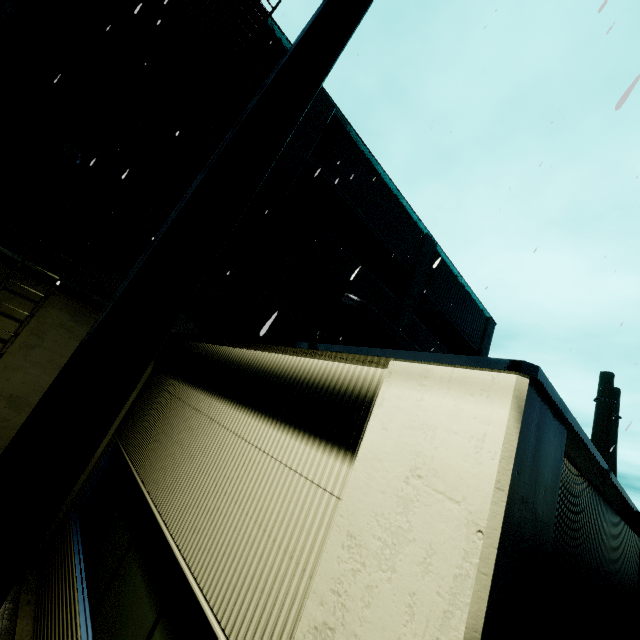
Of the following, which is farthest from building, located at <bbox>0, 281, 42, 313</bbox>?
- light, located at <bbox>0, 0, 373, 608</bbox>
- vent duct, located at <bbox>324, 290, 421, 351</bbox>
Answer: light, located at <bbox>0, 0, 373, 608</bbox>

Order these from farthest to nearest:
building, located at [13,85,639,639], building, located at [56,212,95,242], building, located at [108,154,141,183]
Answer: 1. building, located at [108,154,141,183]
2. building, located at [56,212,95,242]
3. building, located at [13,85,639,639]

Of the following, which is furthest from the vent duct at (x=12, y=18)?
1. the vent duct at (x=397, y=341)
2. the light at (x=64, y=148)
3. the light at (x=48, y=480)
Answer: the vent duct at (x=397, y=341)

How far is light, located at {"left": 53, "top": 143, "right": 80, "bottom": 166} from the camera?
6.8m

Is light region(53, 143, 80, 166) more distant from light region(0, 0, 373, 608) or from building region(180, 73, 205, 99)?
light region(0, 0, 373, 608)

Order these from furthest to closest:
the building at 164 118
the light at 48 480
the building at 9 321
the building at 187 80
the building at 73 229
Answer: the building at 187 80 → the building at 164 118 → the building at 73 229 → the building at 9 321 → the light at 48 480

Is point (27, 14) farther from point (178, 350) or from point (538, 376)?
point (538, 376)
